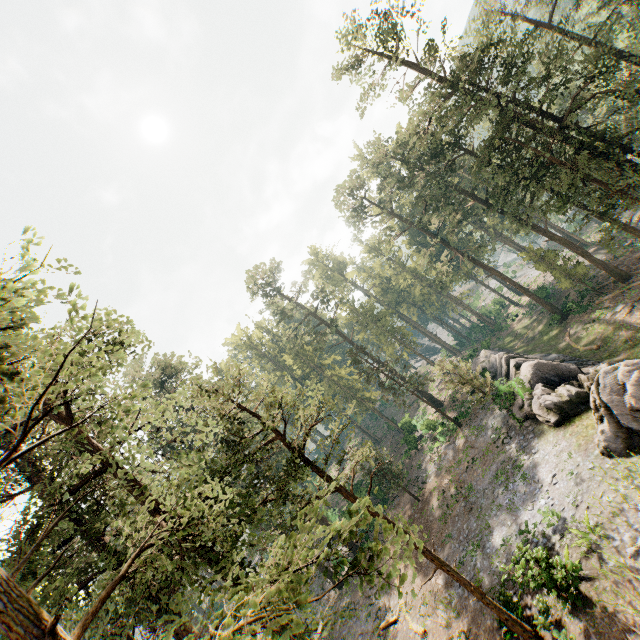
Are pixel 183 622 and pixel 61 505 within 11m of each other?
yes

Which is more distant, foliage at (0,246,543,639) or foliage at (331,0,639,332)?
foliage at (331,0,639,332)

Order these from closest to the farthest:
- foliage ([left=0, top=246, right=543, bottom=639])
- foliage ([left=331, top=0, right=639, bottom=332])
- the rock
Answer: foliage ([left=0, top=246, right=543, bottom=639]) < the rock < foliage ([left=331, top=0, right=639, bottom=332])

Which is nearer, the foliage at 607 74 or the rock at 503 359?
the rock at 503 359

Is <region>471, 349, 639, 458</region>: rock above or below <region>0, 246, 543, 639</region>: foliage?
below

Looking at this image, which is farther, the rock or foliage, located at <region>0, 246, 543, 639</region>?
the rock

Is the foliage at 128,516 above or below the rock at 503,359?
above
